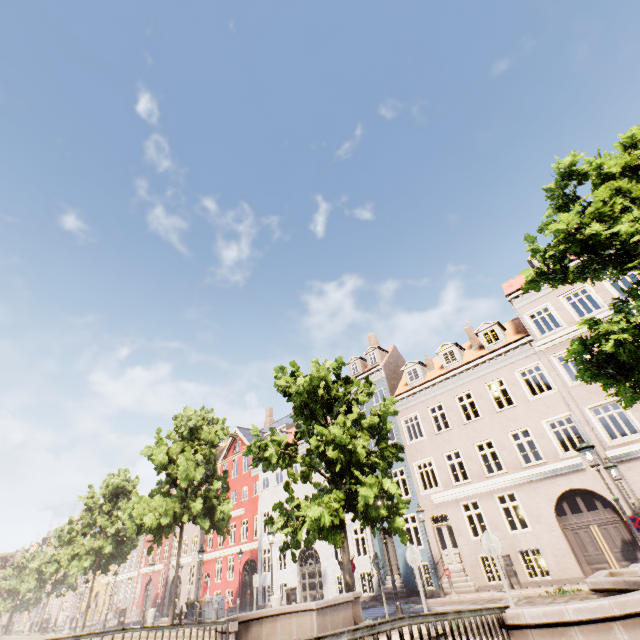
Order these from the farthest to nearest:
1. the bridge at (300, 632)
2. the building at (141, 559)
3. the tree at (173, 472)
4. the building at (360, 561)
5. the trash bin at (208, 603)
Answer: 1. the building at (141, 559)
2. the tree at (173, 472)
3. the building at (360, 561)
4. the trash bin at (208, 603)
5. the bridge at (300, 632)

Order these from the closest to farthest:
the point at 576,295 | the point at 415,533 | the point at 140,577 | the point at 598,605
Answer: the point at 598,605
the point at 576,295
the point at 415,533
the point at 140,577

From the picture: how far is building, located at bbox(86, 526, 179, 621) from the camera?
34.5 meters

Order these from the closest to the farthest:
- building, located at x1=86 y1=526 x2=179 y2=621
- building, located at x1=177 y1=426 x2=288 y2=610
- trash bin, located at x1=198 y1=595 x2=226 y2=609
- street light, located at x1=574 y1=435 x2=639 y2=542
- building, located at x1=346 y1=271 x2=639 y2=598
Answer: street light, located at x1=574 y1=435 x2=639 y2=542 < building, located at x1=346 y1=271 x2=639 y2=598 < trash bin, located at x1=198 y1=595 x2=226 y2=609 < building, located at x1=177 y1=426 x2=288 y2=610 < building, located at x1=86 y1=526 x2=179 y2=621

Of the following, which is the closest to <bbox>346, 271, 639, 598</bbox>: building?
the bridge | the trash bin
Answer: the trash bin

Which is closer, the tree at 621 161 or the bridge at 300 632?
the bridge at 300 632

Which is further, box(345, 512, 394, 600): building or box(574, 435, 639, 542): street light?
box(345, 512, 394, 600): building
